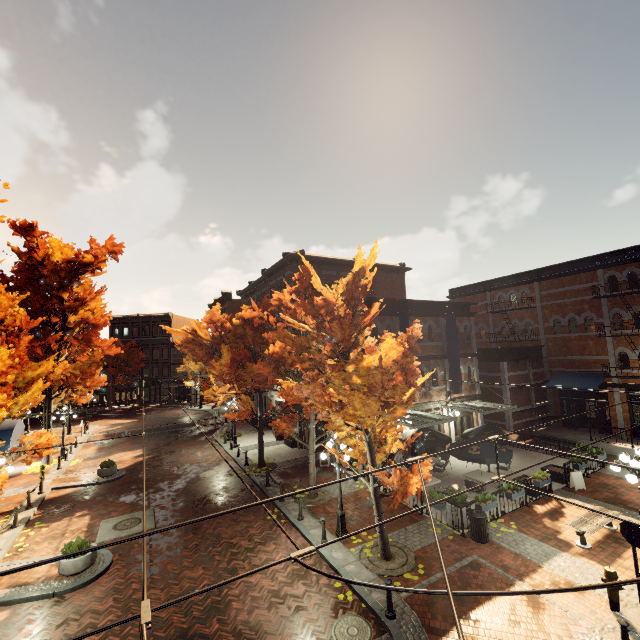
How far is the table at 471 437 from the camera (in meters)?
14.88

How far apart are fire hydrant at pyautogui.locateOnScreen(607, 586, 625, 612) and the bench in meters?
2.5 m

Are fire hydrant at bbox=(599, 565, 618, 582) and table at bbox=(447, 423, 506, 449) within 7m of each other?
no

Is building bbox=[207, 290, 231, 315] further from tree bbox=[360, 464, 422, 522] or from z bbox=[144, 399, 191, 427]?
z bbox=[144, 399, 191, 427]

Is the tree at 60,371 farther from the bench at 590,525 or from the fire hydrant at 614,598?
the bench at 590,525

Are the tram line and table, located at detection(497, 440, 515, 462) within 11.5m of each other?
no

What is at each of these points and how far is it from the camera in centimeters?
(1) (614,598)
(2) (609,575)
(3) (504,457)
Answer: (1) fire hydrant, 805cm
(2) fire hydrant, 812cm
(3) table, 1367cm

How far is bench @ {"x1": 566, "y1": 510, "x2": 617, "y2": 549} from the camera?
10.6 meters
